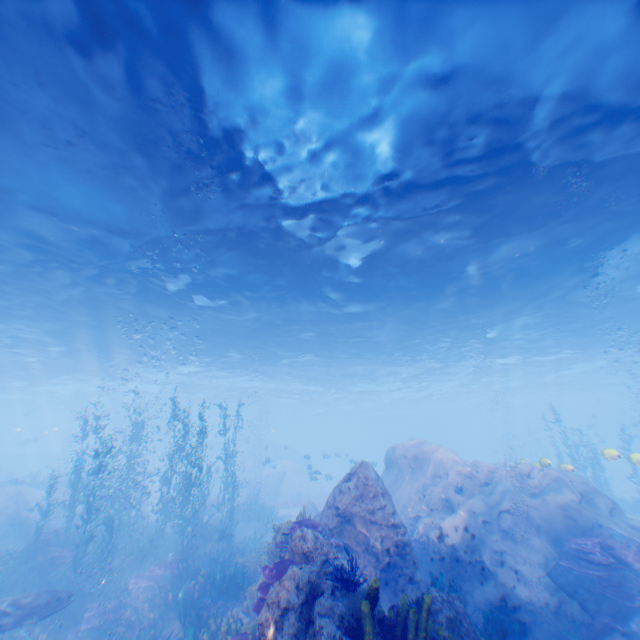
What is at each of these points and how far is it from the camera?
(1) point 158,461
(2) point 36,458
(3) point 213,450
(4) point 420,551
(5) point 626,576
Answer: (1) submarine, 44.2m
(2) submarine, 43.4m
(3) submarine, 46.1m
(4) instancedfoliageactor, 12.9m
(5) plane, 9.4m

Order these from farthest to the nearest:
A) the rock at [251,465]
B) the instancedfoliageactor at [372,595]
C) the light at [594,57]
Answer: the rock at [251,465], the light at [594,57], the instancedfoliageactor at [372,595]

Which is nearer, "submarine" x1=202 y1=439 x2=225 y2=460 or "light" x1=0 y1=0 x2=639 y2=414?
"light" x1=0 y1=0 x2=639 y2=414

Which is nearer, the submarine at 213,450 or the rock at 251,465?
the rock at 251,465

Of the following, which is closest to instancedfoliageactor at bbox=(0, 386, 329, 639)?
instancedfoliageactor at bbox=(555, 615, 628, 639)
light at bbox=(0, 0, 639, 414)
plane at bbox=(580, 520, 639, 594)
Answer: Result: plane at bbox=(580, 520, 639, 594)

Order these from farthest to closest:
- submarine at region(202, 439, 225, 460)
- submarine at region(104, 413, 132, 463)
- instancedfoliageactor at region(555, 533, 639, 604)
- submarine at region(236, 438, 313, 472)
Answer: submarine at region(202, 439, 225, 460) → submarine at region(104, 413, 132, 463) → submarine at region(236, 438, 313, 472) → instancedfoliageactor at region(555, 533, 639, 604)

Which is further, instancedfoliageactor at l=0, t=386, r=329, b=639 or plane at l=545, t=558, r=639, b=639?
instancedfoliageactor at l=0, t=386, r=329, b=639

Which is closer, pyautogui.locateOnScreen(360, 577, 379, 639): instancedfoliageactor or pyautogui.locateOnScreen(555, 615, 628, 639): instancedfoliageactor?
pyautogui.locateOnScreen(360, 577, 379, 639): instancedfoliageactor
